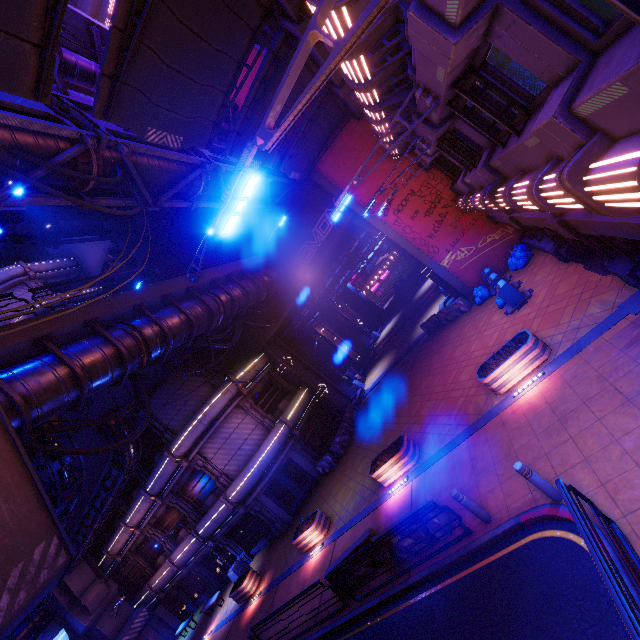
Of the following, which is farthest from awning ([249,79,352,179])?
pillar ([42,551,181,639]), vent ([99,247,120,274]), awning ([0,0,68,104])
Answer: pillar ([42,551,181,639])

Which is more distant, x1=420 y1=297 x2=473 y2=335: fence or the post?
x1=420 y1=297 x2=473 y2=335: fence

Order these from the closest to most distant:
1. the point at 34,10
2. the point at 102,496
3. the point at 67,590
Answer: the point at 34,10
the point at 102,496
the point at 67,590

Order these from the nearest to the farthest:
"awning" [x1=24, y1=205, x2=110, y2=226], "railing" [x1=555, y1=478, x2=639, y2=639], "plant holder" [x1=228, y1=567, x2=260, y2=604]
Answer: "railing" [x1=555, y1=478, x2=639, y2=639] → "awning" [x1=24, y1=205, x2=110, y2=226] → "plant holder" [x1=228, y1=567, x2=260, y2=604]

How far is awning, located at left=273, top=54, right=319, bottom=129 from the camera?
11.60m

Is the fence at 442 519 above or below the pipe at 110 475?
below

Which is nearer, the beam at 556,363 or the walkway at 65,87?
the beam at 556,363

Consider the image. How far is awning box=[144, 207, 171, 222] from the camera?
19.7 meters
